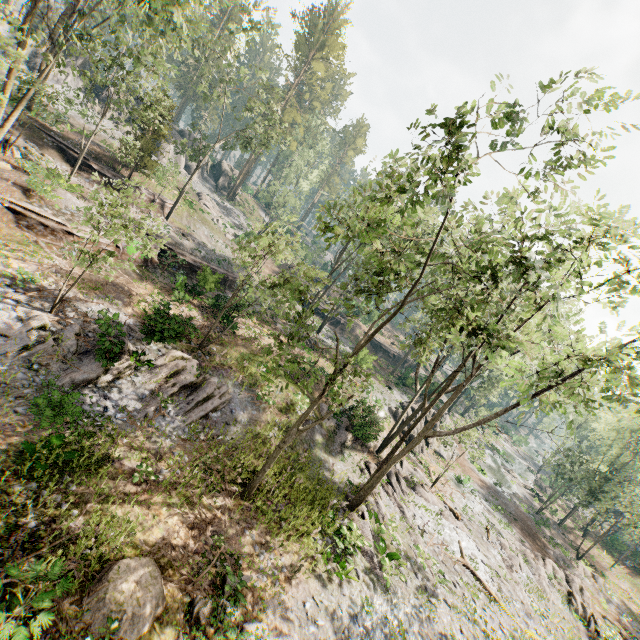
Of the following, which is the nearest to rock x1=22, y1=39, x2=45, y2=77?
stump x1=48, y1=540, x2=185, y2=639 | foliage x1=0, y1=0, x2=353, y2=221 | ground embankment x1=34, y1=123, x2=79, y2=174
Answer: foliage x1=0, y1=0, x2=353, y2=221

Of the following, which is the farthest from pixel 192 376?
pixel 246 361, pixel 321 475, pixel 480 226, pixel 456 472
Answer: pixel 456 472

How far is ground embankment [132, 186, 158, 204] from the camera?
31.0 meters

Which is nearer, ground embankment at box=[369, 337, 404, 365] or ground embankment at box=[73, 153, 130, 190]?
ground embankment at box=[73, 153, 130, 190]

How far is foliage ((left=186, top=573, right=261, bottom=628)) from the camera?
8.98m

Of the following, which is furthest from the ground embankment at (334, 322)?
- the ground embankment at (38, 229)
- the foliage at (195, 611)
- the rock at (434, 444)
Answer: the foliage at (195, 611)

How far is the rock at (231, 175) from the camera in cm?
5284
